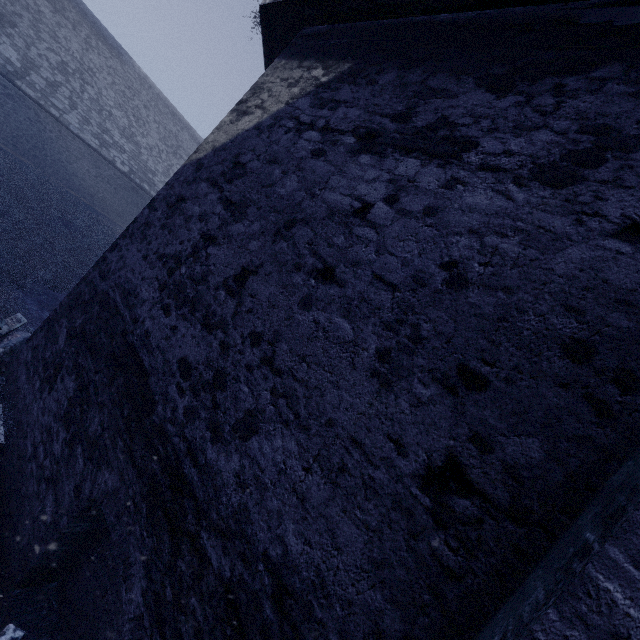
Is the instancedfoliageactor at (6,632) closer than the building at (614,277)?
No

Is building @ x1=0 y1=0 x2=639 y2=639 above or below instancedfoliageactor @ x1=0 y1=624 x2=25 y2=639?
above

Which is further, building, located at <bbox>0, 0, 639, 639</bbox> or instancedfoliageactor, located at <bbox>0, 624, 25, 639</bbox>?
instancedfoliageactor, located at <bbox>0, 624, 25, 639</bbox>

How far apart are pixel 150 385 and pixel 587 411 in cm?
344

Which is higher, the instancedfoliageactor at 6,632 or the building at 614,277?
the building at 614,277
